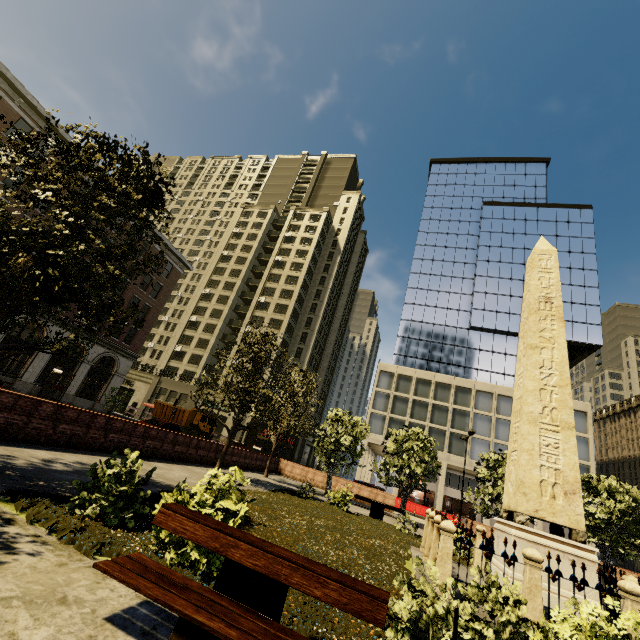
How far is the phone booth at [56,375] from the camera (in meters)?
27.84

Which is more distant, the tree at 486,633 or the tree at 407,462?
the tree at 407,462

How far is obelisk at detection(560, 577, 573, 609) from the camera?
7.4 meters

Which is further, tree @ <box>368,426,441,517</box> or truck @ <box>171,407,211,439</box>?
truck @ <box>171,407,211,439</box>

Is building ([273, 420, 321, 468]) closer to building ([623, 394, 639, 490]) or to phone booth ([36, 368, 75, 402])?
phone booth ([36, 368, 75, 402])

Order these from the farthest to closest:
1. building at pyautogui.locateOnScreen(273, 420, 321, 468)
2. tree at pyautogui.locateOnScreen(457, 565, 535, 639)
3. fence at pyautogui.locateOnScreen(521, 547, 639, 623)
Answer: building at pyautogui.locateOnScreen(273, 420, 321, 468) → fence at pyautogui.locateOnScreen(521, 547, 639, 623) → tree at pyautogui.locateOnScreen(457, 565, 535, 639)

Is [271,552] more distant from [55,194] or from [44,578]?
[55,194]

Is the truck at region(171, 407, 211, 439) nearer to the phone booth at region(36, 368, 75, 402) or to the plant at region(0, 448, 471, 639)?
the phone booth at region(36, 368, 75, 402)
